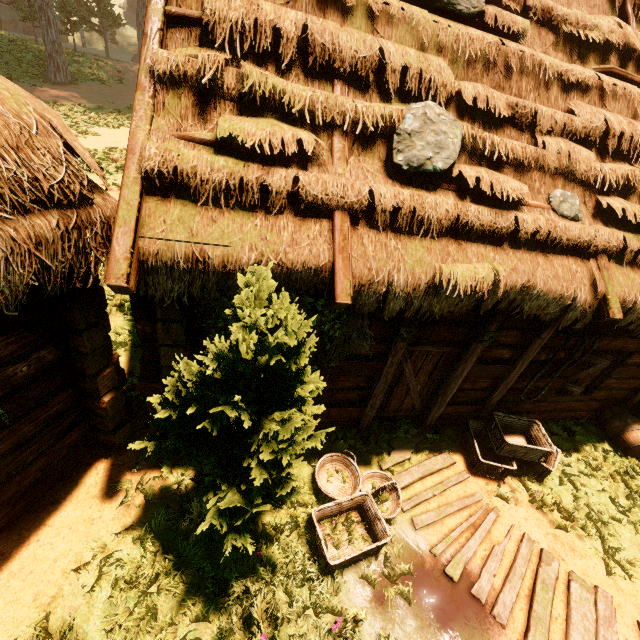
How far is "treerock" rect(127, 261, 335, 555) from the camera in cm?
262

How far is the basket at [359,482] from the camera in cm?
429

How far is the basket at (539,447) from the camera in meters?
5.7 m

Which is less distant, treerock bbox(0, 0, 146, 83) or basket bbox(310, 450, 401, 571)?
basket bbox(310, 450, 401, 571)

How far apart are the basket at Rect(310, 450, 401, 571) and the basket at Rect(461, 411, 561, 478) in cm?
171

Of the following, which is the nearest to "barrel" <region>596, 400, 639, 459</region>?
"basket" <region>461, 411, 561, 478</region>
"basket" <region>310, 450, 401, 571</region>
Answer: "basket" <region>461, 411, 561, 478</region>

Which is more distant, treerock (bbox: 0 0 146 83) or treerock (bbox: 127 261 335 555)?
treerock (bbox: 0 0 146 83)

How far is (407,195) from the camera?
3.7m
